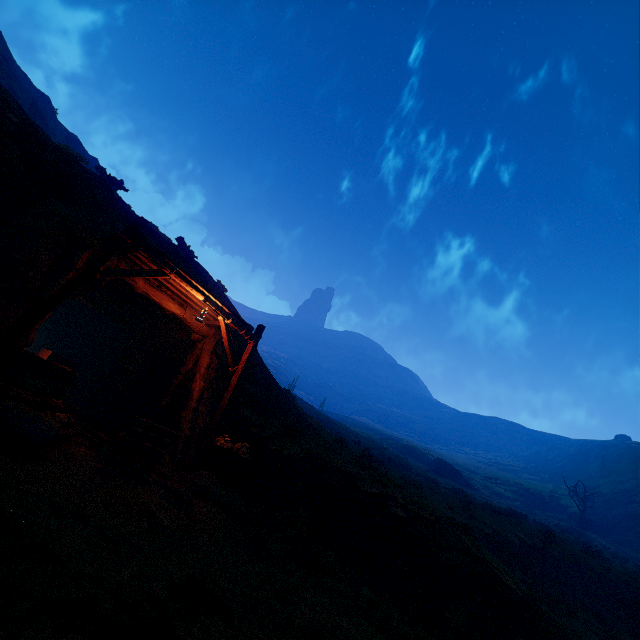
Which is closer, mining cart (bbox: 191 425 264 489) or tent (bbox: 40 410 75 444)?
tent (bbox: 40 410 75 444)

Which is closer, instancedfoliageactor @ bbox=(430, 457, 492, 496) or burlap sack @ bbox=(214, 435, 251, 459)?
burlap sack @ bbox=(214, 435, 251, 459)

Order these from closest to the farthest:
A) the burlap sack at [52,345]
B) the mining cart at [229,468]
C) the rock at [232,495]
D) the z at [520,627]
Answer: the z at [520,627] → the rock at [232,495] → the mining cart at [229,468] → the burlap sack at [52,345]

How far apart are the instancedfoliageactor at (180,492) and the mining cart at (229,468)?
0.9 meters

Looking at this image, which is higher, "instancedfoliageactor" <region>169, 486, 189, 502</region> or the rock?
the rock

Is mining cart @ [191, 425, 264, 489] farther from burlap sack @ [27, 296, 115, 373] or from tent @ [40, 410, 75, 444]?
burlap sack @ [27, 296, 115, 373]

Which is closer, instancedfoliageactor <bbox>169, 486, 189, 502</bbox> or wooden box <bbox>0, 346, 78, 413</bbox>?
wooden box <bbox>0, 346, 78, 413</bbox>

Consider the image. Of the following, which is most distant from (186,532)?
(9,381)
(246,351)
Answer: (246,351)
